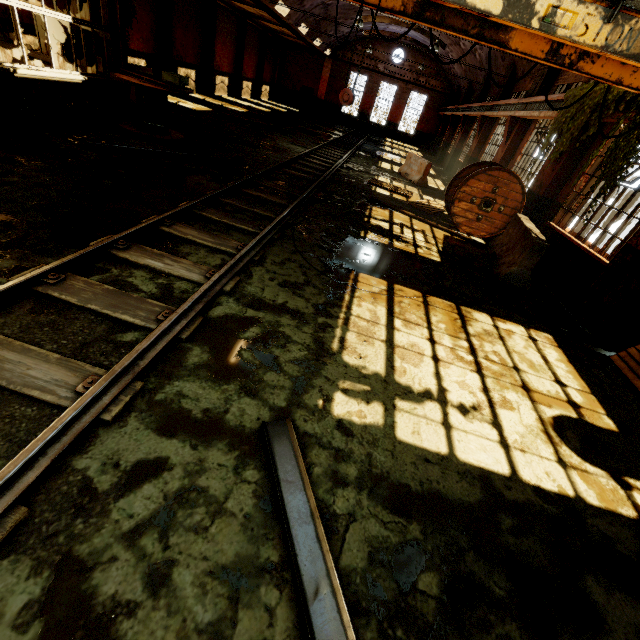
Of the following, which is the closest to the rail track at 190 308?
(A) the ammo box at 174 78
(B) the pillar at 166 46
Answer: (A) the ammo box at 174 78

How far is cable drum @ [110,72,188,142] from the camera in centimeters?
823cm

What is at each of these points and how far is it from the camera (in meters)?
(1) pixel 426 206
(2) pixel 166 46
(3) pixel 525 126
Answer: (1) wooden pallet, 10.70
(2) pillar, 17.09
(3) building, 12.30

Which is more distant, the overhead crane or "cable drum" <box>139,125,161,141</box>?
"cable drum" <box>139,125,161,141</box>

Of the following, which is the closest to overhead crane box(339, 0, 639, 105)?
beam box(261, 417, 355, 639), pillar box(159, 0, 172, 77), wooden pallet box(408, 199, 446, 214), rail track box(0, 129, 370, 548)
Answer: rail track box(0, 129, 370, 548)

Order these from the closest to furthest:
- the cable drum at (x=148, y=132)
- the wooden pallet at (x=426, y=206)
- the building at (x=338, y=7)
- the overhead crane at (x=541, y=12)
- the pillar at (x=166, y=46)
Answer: the overhead crane at (x=541, y=12), the cable drum at (x=148, y=132), the wooden pallet at (x=426, y=206), the pillar at (x=166, y=46), the building at (x=338, y=7)

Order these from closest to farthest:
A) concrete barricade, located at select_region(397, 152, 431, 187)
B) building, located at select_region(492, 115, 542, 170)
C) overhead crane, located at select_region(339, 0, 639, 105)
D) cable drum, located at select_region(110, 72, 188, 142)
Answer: overhead crane, located at select_region(339, 0, 639, 105) → cable drum, located at select_region(110, 72, 188, 142) → building, located at select_region(492, 115, 542, 170) → concrete barricade, located at select_region(397, 152, 431, 187)

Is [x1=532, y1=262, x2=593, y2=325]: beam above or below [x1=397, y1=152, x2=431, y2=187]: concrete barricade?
below
